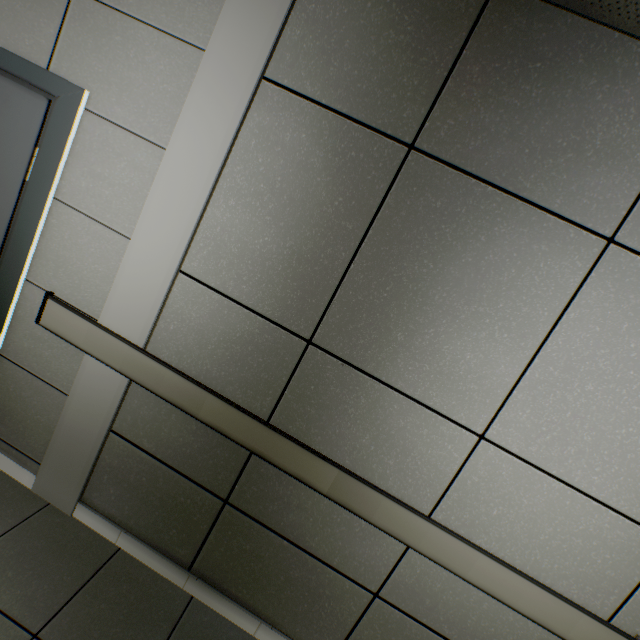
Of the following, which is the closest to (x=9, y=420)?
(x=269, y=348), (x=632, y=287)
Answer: (x=269, y=348)
